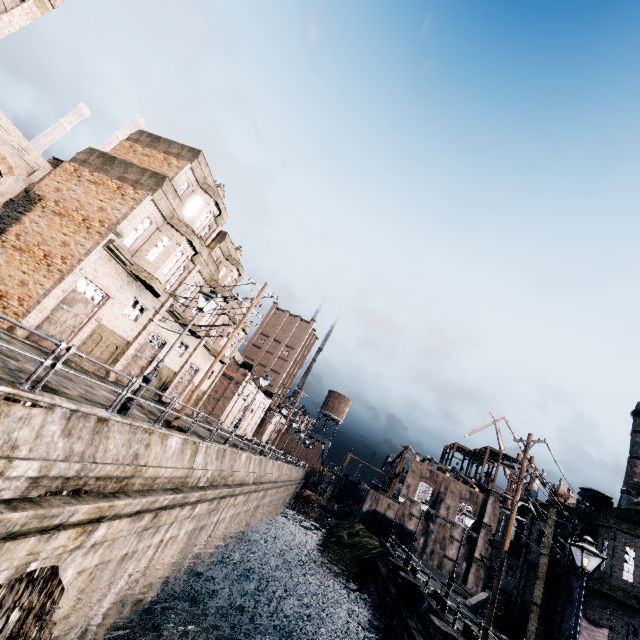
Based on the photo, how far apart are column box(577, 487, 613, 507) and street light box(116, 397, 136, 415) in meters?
28.4 m

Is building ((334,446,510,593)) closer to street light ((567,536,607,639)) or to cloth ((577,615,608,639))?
cloth ((577,615,608,639))

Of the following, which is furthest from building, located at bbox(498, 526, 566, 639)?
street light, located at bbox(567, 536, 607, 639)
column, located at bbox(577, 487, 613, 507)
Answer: street light, located at bbox(567, 536, 607, 639)

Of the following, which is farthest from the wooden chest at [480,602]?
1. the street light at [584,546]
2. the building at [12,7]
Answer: the building at [12,7]

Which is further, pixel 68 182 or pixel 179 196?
pixel 179 196

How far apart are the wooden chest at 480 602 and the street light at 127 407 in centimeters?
3180cm

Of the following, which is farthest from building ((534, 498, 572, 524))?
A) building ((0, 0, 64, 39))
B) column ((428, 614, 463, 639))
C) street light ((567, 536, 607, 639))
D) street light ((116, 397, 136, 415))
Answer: building ((0, 0, 64, 39))

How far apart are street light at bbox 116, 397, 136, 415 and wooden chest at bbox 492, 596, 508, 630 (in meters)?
31.80
